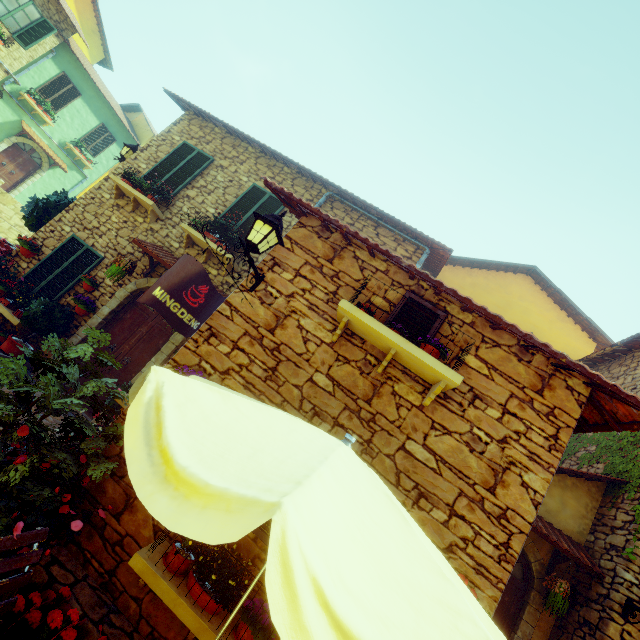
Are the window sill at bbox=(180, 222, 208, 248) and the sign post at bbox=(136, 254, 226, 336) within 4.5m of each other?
yes

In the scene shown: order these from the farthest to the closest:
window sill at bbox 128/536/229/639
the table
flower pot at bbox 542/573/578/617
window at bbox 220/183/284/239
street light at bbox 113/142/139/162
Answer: street light at bbox 113/142/139/162
window at bbox 220/183/284/239
flower pot at bbox 542/573/578/617
window sill at bbox 128/536/229/639
the table

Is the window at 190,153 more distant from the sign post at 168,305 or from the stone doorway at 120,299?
the sign post at 168,305

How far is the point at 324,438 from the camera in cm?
203

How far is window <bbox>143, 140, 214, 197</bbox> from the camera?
8.2 meters

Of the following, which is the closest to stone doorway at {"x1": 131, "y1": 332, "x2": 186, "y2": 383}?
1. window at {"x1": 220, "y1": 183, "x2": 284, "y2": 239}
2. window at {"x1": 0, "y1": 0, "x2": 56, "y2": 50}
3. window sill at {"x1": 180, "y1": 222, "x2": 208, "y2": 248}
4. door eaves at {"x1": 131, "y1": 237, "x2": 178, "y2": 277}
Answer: door eaves at {"x1": 131, "y1": 237, "x2": 178, "y2": 277}

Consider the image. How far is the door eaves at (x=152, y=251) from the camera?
6.7 meters

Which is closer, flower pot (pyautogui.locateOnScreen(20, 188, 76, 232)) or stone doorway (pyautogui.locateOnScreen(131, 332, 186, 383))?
stone doorway (pyautogui.locateOnScreen(131, 332, 186, 383))
